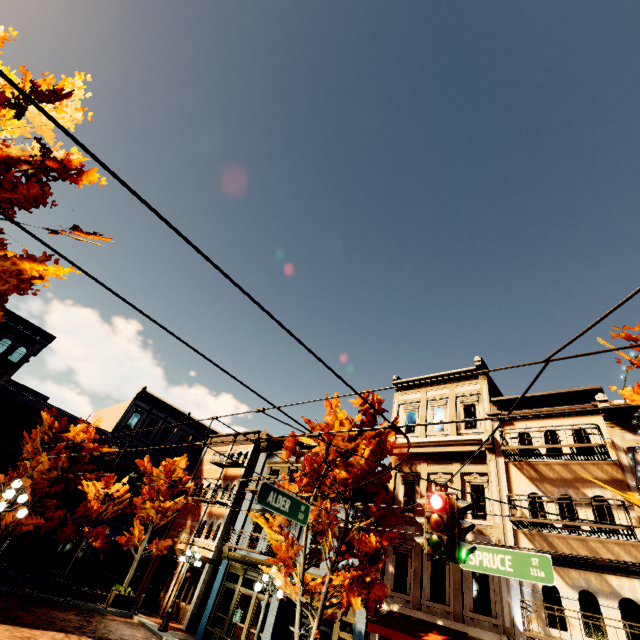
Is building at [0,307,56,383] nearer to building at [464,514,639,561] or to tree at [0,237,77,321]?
tree at [0,237,77,321]

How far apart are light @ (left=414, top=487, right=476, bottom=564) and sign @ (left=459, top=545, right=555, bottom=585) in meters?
2.1 m

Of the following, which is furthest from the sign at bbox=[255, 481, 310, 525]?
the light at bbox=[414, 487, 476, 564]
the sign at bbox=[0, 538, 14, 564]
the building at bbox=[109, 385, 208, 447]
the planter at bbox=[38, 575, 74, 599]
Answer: the building at bbox=[109, 385, 208, 447]

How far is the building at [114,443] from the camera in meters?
27.0

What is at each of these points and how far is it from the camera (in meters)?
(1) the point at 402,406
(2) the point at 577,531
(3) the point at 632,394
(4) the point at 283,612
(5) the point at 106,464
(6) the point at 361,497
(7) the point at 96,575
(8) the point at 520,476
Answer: (1) building, 18.83
(2) building, 10.69
(3) tree, 9.03
(4) building, 15.59
(5) building, 26.33
(6) building, 16.45
(7) building, 23.91
(8) building, 13.04

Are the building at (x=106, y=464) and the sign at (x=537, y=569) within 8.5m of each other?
no

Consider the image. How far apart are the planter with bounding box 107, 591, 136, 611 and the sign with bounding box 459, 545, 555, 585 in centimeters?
2070cm

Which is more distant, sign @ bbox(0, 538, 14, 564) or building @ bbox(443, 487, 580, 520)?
building @ bbox(443, 487, 580, 520)
